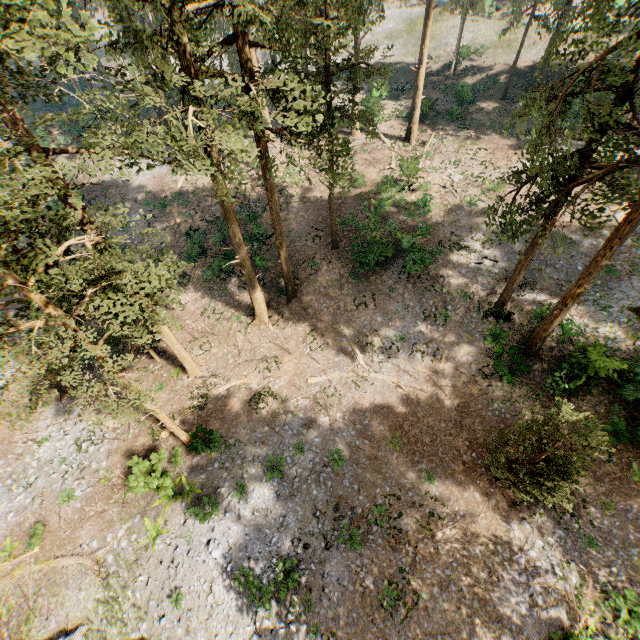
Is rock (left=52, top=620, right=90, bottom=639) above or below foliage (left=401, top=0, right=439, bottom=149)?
below

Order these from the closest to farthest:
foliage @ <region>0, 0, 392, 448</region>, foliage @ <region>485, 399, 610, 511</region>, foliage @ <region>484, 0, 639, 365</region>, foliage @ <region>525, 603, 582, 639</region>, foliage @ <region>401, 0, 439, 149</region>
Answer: foliage @ <region>0, 0, 392, 448</region>
foliage @ <region>484, 0, 639, 365</region>
foliage @ <region>485, 399, 610, 511</region>
foliage @ <region>525, 603, 582, 639</region>
foliage @ <region>401, 0, 439, 149</region>

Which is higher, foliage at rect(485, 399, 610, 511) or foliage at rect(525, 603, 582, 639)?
foliage at rect(485, 399, 610, 511)

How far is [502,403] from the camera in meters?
19.6

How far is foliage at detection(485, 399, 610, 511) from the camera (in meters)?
11.88

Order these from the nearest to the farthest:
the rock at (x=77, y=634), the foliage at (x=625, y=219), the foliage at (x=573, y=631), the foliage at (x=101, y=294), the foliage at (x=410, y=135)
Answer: the foliage at (x=101, y=294) < the foliage at (x=625, y=219) < the foliage at (x=573, y=631) < the rock at (x=77, y=634) < the foliage at (x=410, y=135)

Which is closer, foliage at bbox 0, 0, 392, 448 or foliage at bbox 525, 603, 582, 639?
foliage at bbox 0, 0, 392, 448

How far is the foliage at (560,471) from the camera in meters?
11.9 m
